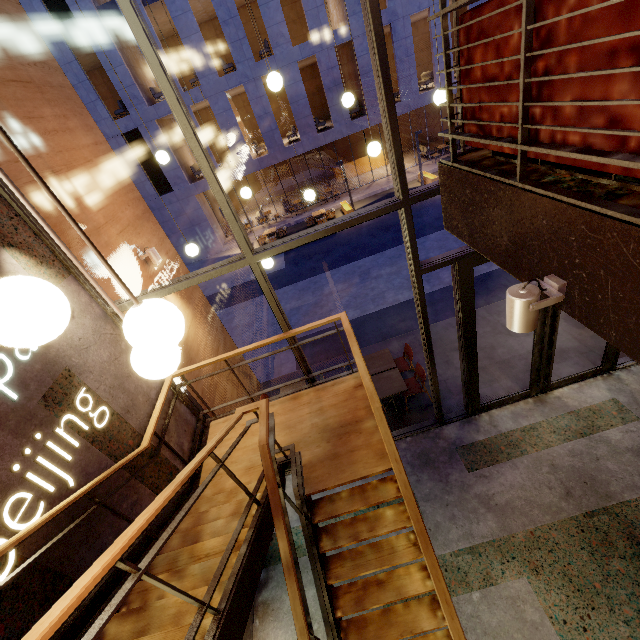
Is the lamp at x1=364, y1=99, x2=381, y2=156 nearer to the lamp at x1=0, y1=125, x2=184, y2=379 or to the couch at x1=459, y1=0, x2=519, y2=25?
the couch at x1=459, y1=0, x2=519, y2=25

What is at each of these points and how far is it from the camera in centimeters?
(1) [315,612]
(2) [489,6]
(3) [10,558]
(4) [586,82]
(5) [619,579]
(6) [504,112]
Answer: (1) building, 477cm
(2) couch, 174cm
(3) art letters, 229cm
(4) couch, 136cm
(5) building, 407cm
(6) couch, 190cm

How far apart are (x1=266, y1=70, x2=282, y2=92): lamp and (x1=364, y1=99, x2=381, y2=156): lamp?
1.0m

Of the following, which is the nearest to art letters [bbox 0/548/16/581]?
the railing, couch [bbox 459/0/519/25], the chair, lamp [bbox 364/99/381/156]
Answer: the railing

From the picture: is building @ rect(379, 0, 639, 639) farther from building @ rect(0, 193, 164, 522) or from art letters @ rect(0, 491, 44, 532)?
art letters @ rect(0, 491, 44, 532)

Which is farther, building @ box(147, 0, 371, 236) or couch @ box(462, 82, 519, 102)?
building @ box(147, 0, 371, 236)

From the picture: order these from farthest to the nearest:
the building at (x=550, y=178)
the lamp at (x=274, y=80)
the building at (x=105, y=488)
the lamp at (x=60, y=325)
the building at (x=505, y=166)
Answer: the lamp at (x=274, y=80)
the building at (x=105, y=488)
the building at (x=505, y=166)
the building at (x=550, y=178)
the lamp at (x=60, y=325)

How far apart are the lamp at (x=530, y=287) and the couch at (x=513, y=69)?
0.5m
